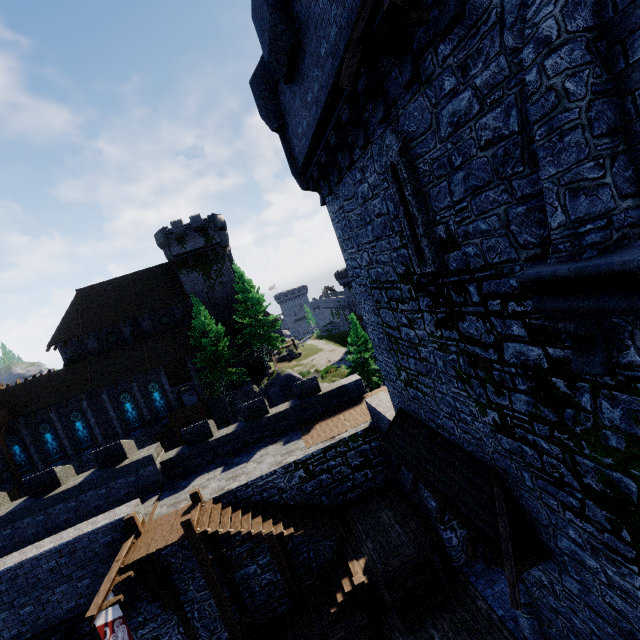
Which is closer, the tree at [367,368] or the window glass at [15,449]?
the window glass at [15,449]

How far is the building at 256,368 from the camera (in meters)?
40.09

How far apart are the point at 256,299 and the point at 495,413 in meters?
30.0 m

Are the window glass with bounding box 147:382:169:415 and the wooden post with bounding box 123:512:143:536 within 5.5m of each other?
no

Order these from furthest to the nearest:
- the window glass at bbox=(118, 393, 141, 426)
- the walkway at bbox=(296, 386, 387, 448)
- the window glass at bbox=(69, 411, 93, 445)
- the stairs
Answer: the window glass at bbox=(118, 393, 141, 426), the window glass at bbox=(69, 411, 93, 445), the walkway at bbox=(296, 386, 387, 448), the stairs

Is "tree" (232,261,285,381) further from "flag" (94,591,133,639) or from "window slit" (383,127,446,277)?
"window slit" (383,127,446,277)

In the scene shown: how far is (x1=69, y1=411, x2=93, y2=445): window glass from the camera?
33.56m

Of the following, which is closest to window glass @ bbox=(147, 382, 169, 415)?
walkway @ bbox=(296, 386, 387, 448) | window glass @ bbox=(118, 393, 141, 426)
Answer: window glass @ bbox=(118, 393, 141, 426)
